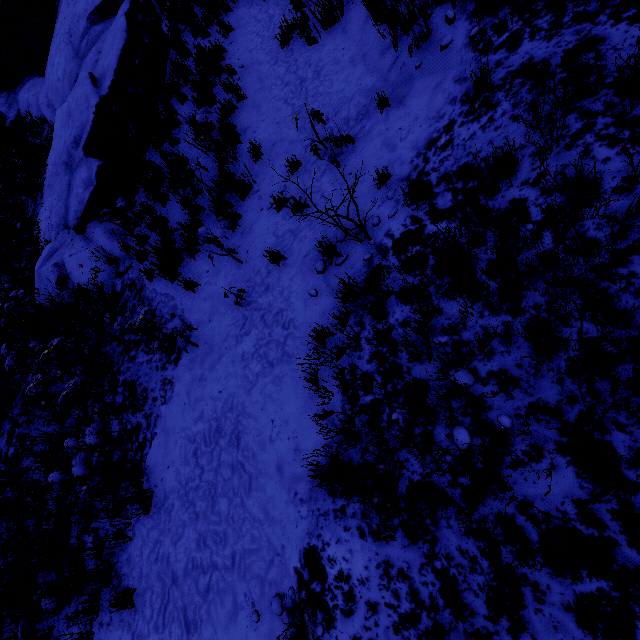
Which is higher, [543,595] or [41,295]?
[41,295]
